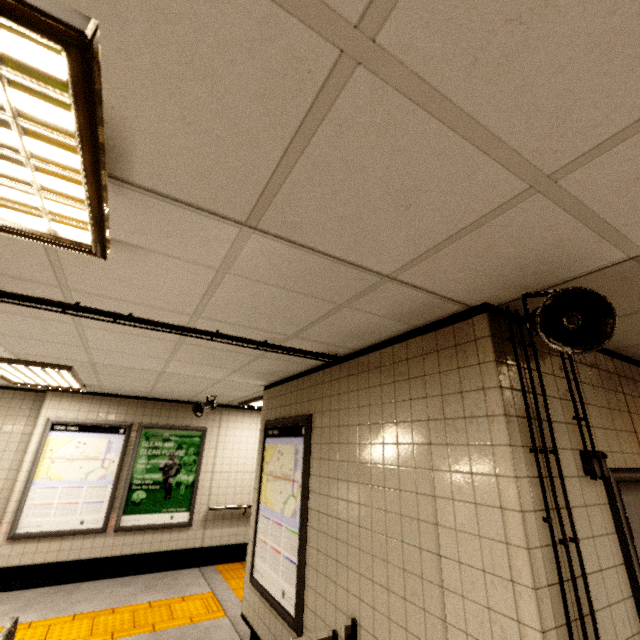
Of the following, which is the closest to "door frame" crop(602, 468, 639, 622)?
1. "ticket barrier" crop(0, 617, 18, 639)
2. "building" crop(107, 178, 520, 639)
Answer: "building" crop(107, 178, 520, 639)

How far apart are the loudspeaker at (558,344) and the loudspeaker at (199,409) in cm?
517

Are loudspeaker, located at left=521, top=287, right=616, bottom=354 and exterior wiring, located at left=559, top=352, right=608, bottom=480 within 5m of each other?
yes

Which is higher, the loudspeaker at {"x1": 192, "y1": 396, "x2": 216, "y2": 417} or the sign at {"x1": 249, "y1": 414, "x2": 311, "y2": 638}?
the loudspeaker at {"x1": 192, "y1": 396, "x2": 216, "y2": 417}

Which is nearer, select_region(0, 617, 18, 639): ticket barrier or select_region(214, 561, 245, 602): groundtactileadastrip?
select_region(0, 617, 18, 639): ticket barrier

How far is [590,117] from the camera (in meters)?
0.84

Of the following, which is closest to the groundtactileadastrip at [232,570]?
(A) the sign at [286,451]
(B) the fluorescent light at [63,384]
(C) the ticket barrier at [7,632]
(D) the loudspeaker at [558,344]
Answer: (A) the sign at [286,451]

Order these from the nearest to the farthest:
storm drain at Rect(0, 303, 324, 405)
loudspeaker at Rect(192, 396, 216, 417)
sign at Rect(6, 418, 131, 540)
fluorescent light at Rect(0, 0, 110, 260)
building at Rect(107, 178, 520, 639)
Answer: fluorescent light at Rect(0, 0, 110, 260) < building at Rect(107, 178, 520, 639) < storm drain at Rect(0, 303, 324, 405) < sign at Rect(6, 418, 131, 540) < loudspeaker at Rect(192, 396, 216, 417)
